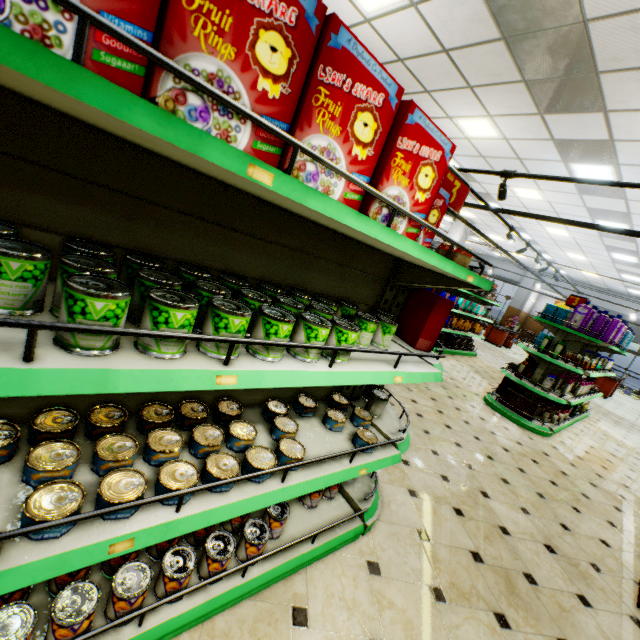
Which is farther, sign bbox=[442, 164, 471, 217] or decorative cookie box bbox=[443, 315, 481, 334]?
decorative cookie box bbox=[443, 315, 481, 334]

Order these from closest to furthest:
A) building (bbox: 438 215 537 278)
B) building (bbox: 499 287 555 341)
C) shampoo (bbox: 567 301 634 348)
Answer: shampoo (bbox: 567 301 634 348) → building (bbox: 438 215 537 278) → building (bbox: 499 287 555 341)

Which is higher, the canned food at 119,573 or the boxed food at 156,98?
the boxed food at 156,98

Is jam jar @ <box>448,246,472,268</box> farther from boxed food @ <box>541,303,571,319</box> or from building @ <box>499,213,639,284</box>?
boxed food @ <box>541,303,571,319</box>

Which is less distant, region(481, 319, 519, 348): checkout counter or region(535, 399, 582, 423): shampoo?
region(535, 399, 582, 423): shampoo

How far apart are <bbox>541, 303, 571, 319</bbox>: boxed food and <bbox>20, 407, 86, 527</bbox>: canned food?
6.4m

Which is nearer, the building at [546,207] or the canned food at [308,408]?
the canned food at [308,408]

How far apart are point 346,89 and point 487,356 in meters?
13.0
